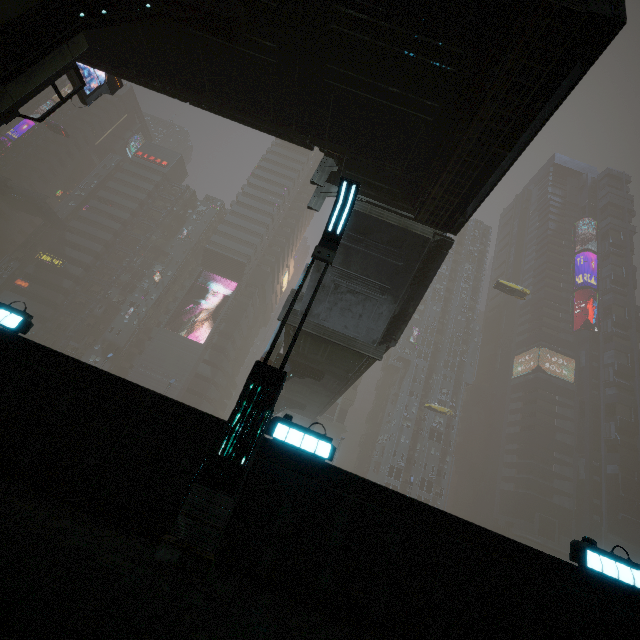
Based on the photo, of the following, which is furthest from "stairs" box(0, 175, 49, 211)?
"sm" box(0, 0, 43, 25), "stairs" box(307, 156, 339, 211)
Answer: "stairs" box(307, 156, 339, 211)

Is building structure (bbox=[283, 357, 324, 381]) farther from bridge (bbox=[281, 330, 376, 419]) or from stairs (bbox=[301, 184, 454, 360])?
stairs (bbox=[301, 184, 454, 360])

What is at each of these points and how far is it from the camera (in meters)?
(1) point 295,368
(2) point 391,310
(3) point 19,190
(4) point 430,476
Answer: (1) building structure, 21.69
(2) stairs, 14.83
(3) stairs, 55.03
(4) building, 58.03

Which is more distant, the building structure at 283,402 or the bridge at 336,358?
the building structure at 283,402

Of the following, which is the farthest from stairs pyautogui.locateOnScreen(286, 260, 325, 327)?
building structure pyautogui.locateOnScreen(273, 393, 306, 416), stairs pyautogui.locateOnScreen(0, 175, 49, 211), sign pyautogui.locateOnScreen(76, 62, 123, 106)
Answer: stairs pyautogui.locateOnScreen(0, 175, 49, 211)

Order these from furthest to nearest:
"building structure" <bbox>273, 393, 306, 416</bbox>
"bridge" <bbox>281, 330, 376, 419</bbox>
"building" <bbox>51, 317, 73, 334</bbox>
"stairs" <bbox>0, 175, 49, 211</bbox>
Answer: "building" <bbox>51, 317, 73, 334</bbox> < "stairs" <bbox>0, 175, 49, 211</bbox> < "building structure" <bbox>273, 393, 306, 416</bbox> < "bridge" <bbox>281, 330, 376, 419</bbox>

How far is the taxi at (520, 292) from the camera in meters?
44.0

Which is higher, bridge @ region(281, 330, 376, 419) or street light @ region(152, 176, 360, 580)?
bridge @ region(281, 330, 376, 419)
